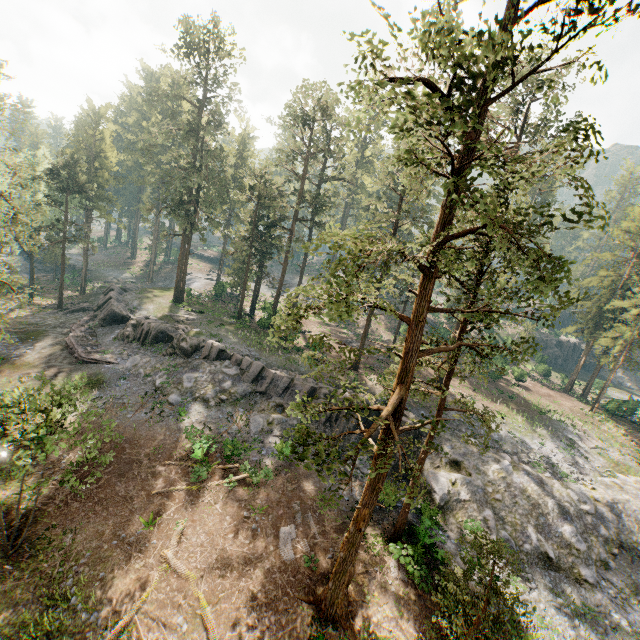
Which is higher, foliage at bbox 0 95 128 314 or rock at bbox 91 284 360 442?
foliage at bbox 0 95 128 314

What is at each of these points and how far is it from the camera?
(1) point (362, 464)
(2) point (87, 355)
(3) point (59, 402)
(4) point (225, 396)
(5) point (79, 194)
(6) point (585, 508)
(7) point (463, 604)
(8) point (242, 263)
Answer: (1) rock, 25.1 meters
(2) ground embankment, 29.9 meters
(3) foliage, 15.5 meters
(4) rock, 27.9 meters
(5) foliage, 41.1 meters
(6) rock, 23.8 meters
(7) foliage, 12.2 meters
(8) foliage, 41.2 meters

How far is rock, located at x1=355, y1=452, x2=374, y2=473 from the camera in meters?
25.0

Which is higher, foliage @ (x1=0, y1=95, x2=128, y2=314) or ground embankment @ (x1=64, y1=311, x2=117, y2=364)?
foliage @ (x1=0, y1=95, x2=128, y2=314)

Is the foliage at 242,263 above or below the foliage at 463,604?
above

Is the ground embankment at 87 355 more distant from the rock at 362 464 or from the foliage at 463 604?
the foliage at 463 604

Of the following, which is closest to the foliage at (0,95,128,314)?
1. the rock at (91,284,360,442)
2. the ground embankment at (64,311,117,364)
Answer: the rock at (91,284,360,442)
